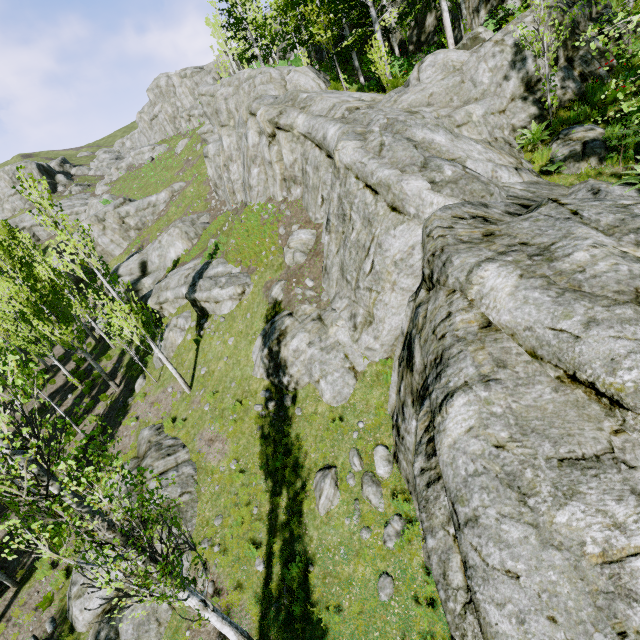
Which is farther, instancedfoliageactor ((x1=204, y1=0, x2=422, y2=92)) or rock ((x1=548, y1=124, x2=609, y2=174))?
instancedfoliageactor ((x1=204, y1=0, x2=422, y2=92))

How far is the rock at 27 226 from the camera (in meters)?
48.44

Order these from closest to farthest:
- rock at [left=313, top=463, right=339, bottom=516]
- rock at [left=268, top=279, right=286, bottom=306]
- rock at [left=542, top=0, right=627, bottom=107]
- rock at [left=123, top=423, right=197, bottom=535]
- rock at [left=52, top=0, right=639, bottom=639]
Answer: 1. rock at [left=52, top=0, right=639, bottom=639]
2. rock at [left=313, top=463, right=339, bottom=516]
3. rock at [left=542, top=0, right=627, bottom=107]
4. rock at [left=123, top=423, right=197, bottom=535]
5. rock at [left=268, top=279, right=286, bottom=306]

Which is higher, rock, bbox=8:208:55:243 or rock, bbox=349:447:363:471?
rock, bbox=8:208:55:243

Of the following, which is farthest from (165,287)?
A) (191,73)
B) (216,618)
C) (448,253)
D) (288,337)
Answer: (191,73)

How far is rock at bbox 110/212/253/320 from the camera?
→ 16.0 meters
